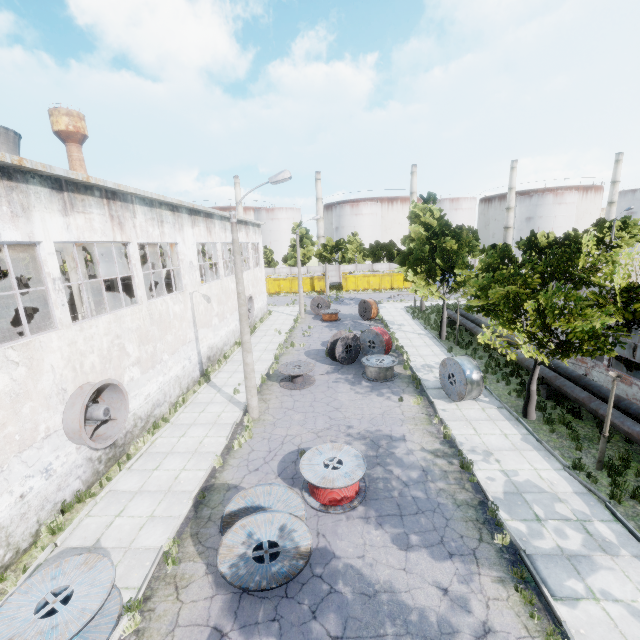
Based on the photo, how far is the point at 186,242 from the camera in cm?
1792

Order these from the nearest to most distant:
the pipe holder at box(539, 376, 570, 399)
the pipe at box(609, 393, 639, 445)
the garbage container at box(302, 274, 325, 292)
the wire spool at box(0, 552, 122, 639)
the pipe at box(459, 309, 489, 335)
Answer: the wire spool at box(0, 552, 122, 639)
the pipe at box(609, 393, 639, 445)
the pipe holder at box(539, 376, 570, 399)
the pipe at box(459, 309, 489, 335)
the garbage container at box(302, 274, 325, 292)

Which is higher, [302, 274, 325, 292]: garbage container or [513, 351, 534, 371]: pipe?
[302, 274, 325, 292]: garbage container

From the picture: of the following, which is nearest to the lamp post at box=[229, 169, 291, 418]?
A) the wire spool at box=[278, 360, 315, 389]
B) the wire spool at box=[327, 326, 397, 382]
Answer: the wire spool at box=[278, 360, 315, 389]

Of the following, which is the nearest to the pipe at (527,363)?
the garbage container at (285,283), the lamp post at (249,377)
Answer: the lamp post at (249,377)

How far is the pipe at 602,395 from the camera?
12.0m

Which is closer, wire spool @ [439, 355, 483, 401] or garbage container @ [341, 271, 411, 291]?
wire spool @ [439, 355, 483, 401]

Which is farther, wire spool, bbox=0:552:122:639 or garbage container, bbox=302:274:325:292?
garbage container, bbox=302:274:325:292
